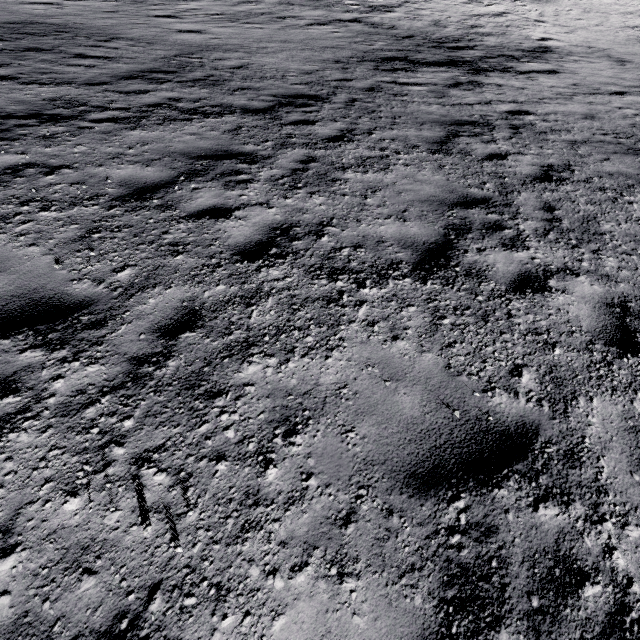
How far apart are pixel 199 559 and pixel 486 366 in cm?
Result: 268
